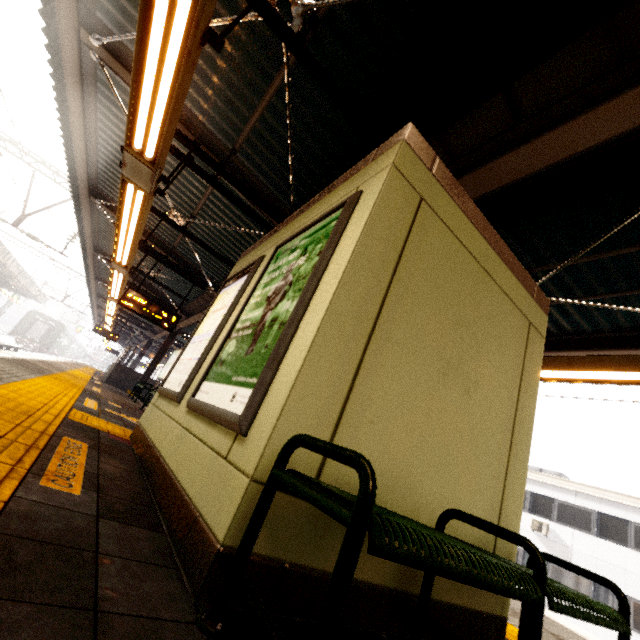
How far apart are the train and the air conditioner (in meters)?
49.98

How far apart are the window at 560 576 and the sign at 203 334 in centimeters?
2122cm

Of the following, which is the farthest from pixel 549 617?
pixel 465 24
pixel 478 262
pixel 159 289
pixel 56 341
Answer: A: pixel 56 341

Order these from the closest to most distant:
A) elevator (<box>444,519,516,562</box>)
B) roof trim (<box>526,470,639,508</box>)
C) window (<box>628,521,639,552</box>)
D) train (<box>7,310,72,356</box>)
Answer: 1. elevator (<box>444,519,516,562</box>)
2. window (<box>628,521,639,552</box>)
3. roof trim (<box>526,470,639,508</box>)
4. train (<box>7,310,72,356</box>)

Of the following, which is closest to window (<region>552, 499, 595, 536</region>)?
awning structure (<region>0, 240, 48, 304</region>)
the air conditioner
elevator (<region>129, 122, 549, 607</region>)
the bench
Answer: the air conditioner

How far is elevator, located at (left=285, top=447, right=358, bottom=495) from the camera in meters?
1.5 m

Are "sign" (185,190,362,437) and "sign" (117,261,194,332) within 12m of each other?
yes

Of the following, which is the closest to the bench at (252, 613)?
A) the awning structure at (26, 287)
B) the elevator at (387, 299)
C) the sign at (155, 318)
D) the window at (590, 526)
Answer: the elevator at (387, 299)
